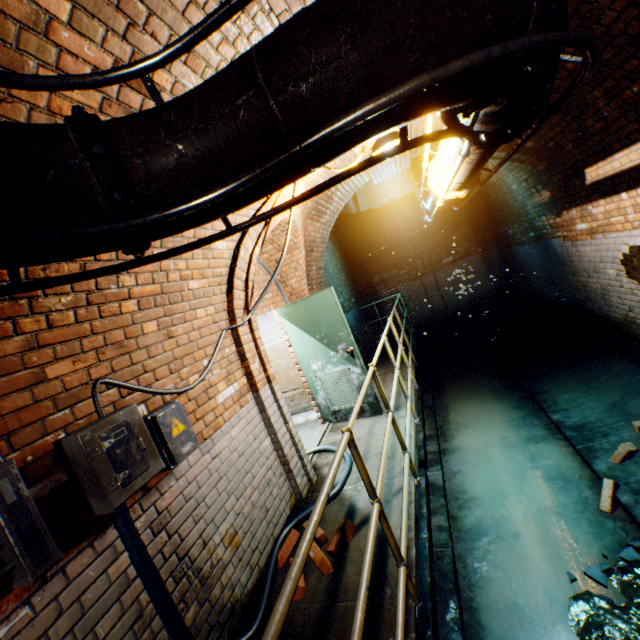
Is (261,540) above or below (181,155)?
below

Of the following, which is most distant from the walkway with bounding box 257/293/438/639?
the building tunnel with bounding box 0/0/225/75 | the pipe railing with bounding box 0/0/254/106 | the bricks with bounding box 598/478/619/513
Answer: the bricks with bounding box 598/478/619/513

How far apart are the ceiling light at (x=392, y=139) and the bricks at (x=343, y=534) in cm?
367

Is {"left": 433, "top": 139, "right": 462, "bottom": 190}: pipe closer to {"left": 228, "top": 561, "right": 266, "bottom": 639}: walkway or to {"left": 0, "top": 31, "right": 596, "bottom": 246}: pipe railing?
{"left": 0, "top": 31, "right": 596, "bottom": 246}: pipe railing

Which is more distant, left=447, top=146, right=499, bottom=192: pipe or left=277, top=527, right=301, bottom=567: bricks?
left=277, top=527, right=301, bottom=567: bricks

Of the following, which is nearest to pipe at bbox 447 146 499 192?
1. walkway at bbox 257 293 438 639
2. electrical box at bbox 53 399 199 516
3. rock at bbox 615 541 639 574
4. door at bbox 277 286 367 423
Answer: walkway at bbox 257 293 438 639

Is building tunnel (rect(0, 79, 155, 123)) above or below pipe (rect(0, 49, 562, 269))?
above

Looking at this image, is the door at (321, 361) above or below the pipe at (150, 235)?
below
